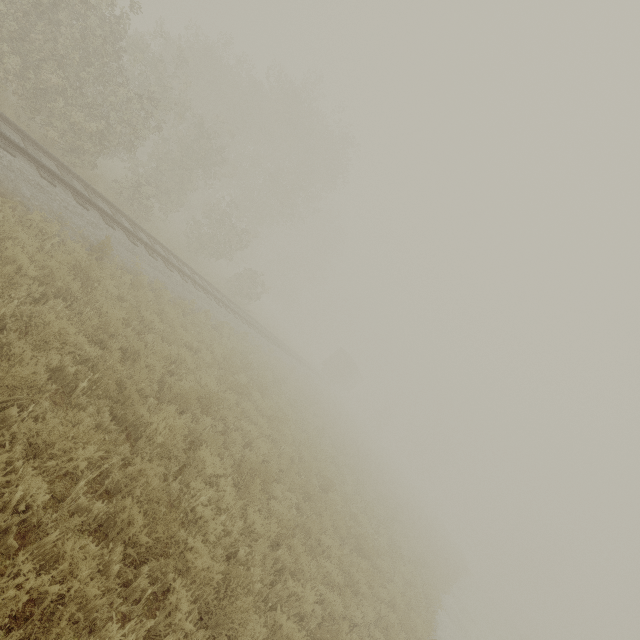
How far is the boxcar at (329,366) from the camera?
45.00m

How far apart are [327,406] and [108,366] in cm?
2288

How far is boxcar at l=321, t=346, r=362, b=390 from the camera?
45.0m
